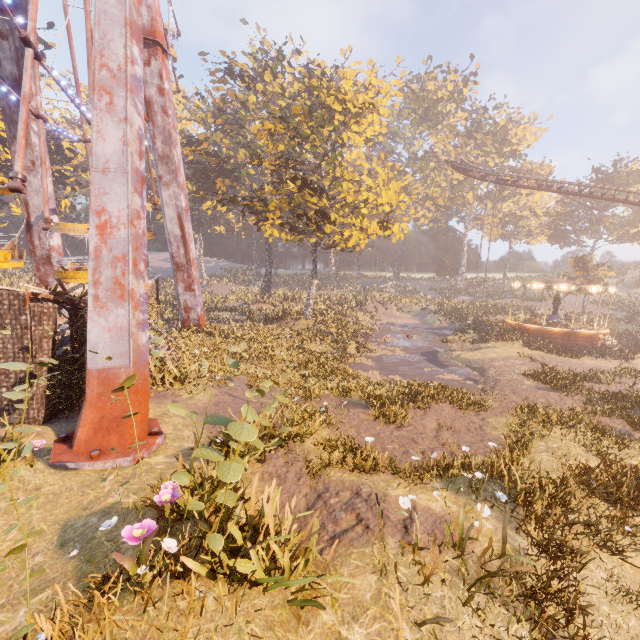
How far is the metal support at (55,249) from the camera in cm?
1838

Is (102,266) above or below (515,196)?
below

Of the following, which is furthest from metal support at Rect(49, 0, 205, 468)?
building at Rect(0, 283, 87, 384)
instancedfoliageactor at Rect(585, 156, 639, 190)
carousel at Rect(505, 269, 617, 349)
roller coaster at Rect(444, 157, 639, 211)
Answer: instancedfoliageactor at Rect(585, 156, 639, 190)

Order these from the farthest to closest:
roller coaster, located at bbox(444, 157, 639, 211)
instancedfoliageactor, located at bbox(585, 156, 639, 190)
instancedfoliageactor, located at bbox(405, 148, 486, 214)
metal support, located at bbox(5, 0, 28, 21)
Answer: instancedfoliageactor, located at bbox(405, 148, 486, 214) → instancedfoliageactor, located at bbox(585, 156, 639, 190) → roller coaster, located at bbox(444, 157, 639, 211) → metal support, located at bbox(5, 0, 28, 21)

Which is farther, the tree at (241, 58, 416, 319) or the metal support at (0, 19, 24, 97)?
the tree at (241, 58, 416, 319)

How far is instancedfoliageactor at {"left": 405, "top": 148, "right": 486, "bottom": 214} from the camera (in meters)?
55.12

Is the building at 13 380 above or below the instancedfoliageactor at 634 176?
below

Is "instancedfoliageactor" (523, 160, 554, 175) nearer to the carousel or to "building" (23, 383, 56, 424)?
the carousel
